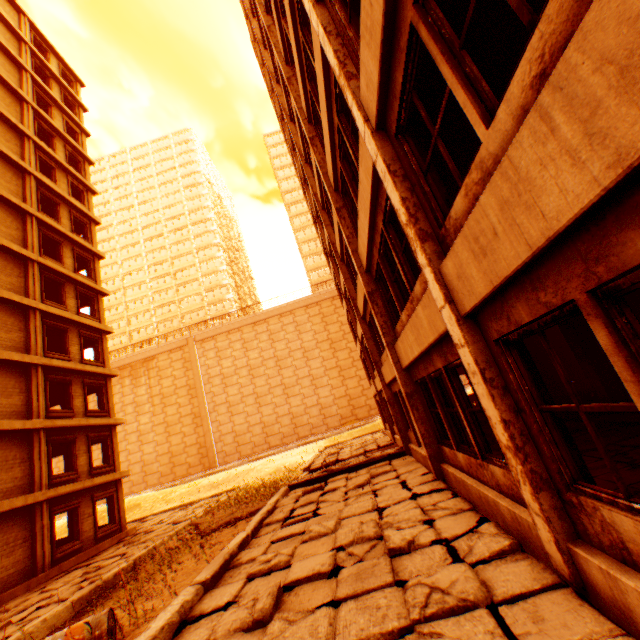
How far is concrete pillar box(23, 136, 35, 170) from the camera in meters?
19.5 m

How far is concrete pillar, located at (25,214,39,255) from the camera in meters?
17.7

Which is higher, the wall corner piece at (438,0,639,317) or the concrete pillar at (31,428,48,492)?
the concrete pillar at (31,428,48,492)

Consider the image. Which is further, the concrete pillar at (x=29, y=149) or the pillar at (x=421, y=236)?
the concrete pillar at (x=29, y=149)

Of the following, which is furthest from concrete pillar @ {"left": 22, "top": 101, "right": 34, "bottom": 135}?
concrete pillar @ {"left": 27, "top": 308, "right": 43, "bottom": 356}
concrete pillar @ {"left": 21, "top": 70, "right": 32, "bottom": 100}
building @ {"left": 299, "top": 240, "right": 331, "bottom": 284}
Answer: building @ {"left": 299, "top": 240, "right": 331, "bottom": 284}

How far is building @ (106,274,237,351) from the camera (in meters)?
58.16

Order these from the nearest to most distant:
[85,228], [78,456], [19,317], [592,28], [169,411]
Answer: [592,28]
[19,317]
[78,456]
[85,228]
[169,411]

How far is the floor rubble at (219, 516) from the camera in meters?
11.6
